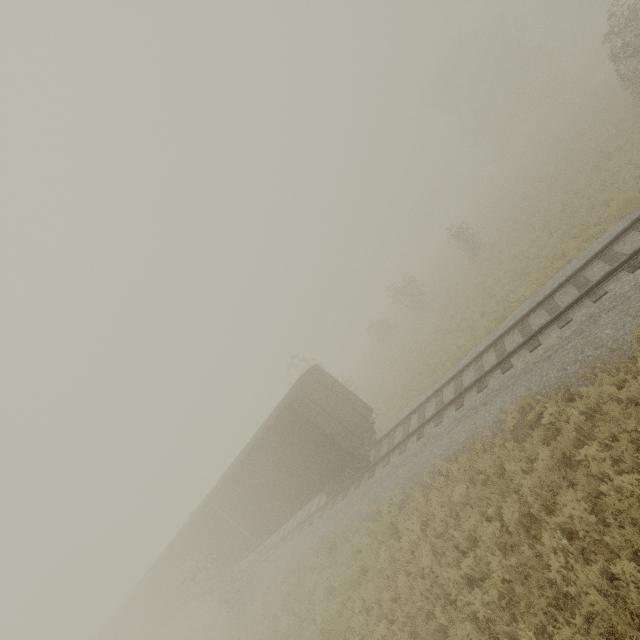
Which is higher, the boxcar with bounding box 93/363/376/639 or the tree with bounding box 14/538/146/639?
the tree with bounding box 14/538/146/639

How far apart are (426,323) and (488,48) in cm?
4095

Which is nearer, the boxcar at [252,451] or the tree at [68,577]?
the boxcar at [252,451]

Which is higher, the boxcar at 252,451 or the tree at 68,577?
the tree at 68,577

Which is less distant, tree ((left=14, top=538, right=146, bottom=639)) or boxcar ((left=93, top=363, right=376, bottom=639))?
boxcar ((left=93, top=363, right=376, bottom=639))
